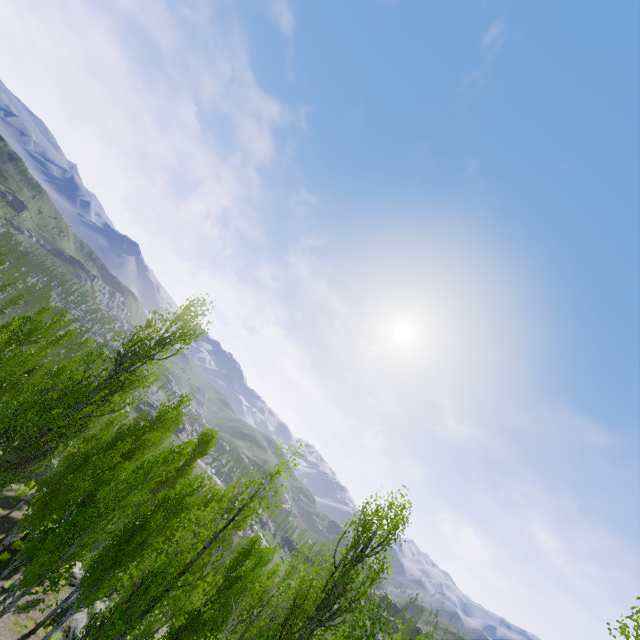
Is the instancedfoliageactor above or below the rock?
above

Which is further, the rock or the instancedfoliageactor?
the rock

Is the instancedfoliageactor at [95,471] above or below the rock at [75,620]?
above

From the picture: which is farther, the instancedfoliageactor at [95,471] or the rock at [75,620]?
the rock at [75,620]

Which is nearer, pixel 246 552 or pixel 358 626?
pixel 358 626
